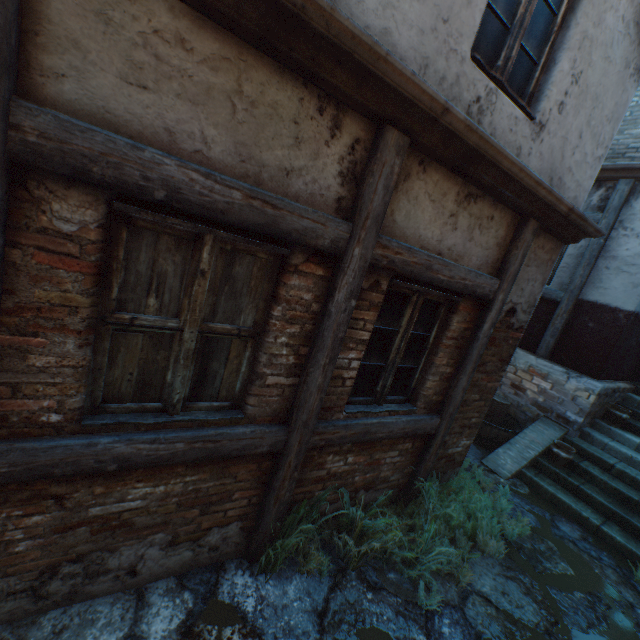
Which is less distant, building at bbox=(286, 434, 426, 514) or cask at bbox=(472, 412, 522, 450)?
building at bbox=(286, 434, 426, 514)

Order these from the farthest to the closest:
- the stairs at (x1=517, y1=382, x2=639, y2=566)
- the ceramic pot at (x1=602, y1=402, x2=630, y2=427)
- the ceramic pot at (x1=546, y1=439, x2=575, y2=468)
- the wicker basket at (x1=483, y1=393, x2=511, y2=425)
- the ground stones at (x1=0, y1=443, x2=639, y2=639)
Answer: the wicker basket at (x1=483, y1=393, x2=511, y2=425)
the ceramic pot at (x1=602, y1=402, x2=630, y2=427)
the ceramic pot at (x1=546, y1=439, x2=575, y2=468)
the stairs at (x1=517, y1=382, x2=639, y2=566)
the ground stones at (x1=0, y1=443, x2=639, y2=639)

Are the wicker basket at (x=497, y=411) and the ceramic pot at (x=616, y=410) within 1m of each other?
no

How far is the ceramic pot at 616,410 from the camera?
6.2m

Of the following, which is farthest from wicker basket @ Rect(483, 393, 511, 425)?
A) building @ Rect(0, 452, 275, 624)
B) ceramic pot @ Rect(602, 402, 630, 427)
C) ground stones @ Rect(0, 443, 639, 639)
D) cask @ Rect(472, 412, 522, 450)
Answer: building @ Rect(0, 452, 275, 624)

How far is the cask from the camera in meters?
6.3 m

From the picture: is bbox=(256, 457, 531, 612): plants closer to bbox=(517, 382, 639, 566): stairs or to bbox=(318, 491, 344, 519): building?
bbox=(318, 491, 344, 519): building

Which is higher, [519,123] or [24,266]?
[519,123]
